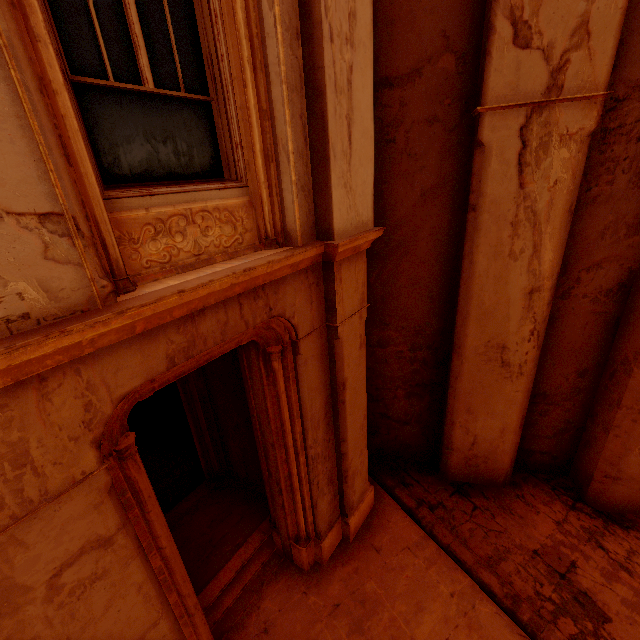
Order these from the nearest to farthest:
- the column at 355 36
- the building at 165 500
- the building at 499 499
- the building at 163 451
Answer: the column at 355 36, the building at 499 499, the building at 165 500, the building at 163 451

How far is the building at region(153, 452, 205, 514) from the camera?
5.9m

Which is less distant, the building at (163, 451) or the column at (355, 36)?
the column at (355, 36)

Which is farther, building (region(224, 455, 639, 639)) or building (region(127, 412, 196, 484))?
building (region(127, 412, 196, 484))

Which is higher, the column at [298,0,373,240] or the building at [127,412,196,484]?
the column at [298,0,373,240]

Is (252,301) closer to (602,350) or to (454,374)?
(454,374)
